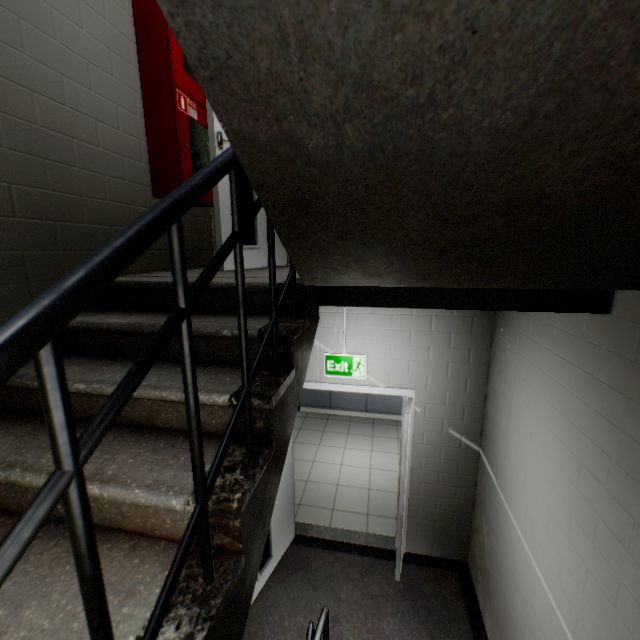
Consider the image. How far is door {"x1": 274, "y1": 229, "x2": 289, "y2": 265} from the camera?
3.2m

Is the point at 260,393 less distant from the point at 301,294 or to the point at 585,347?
the point at 301,294

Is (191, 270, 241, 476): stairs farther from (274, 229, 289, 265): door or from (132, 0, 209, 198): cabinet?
(132, 0, 209, 198): cabinet

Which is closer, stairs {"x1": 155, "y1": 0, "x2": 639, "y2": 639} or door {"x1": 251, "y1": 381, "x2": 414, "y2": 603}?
stairs {"x1": 155, "y1": 0, "x2": 639, "y2": 639}

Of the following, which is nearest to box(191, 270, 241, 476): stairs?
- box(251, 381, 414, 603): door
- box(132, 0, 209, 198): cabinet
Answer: box(251, 381, 414, 603): door

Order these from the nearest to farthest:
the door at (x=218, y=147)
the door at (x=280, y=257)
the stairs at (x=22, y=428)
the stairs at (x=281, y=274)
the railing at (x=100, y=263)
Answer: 1. the railing at (x=100, y=263)
2. the stairs at (x=22, y=428)
3. the stairs at (x=281, y=274)
4. the door at (x=218, y=147)
5. the door at (x=280, y=257)

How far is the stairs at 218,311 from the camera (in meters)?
1.18

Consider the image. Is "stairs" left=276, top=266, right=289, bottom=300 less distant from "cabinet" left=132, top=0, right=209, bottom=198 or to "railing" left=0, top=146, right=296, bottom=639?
"railing" left=0, top=146, right=296, bottom=639
